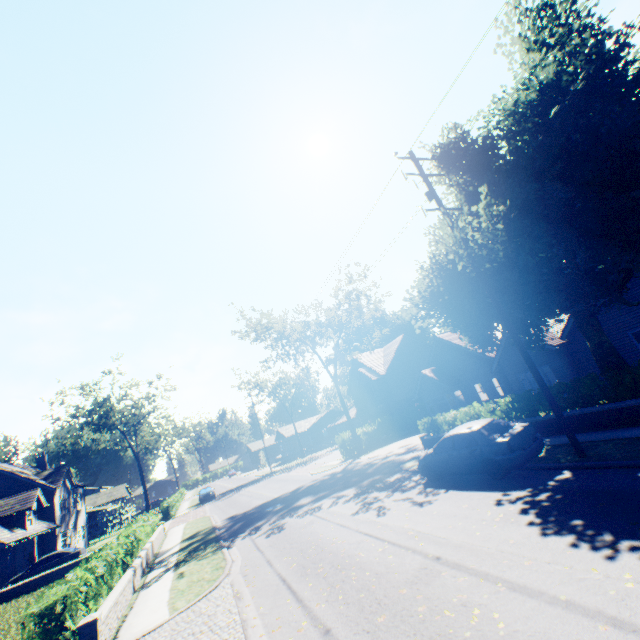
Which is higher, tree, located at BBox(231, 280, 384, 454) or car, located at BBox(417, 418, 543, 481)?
tree, located at BBox(231, 280, 384, 454)

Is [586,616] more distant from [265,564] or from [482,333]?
[482,333]

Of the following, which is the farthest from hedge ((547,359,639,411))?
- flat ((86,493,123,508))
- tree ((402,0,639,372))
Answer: flat ((86,493,123,508))

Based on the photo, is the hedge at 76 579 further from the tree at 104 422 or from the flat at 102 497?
the flat at 102 497

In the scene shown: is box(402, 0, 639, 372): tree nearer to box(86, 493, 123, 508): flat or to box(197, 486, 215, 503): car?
box(86, 493, 123, 508): flat

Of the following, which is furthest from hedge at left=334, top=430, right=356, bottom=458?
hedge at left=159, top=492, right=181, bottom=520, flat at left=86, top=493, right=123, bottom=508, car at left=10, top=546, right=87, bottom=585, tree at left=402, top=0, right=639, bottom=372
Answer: flat at left=86, top=493, right=123, bottom=508

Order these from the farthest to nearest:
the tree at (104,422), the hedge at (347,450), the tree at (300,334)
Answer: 1. the tree at (104,422)
2. the tree at (300,334)
3. the hedge at (347,450)

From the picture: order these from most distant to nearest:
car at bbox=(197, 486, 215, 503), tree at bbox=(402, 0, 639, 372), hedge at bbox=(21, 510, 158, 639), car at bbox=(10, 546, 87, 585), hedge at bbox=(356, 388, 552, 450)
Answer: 1. car at bbox=(197, 486, 215, 503)
2. car at bbox=(10, 546, 87, 585)
3. hedge at bbox=(356, 388, 552, 450)
4. tree at bbox=(402, 0, 639, 372)
5. hedge at bbox=(21, 510, 158, 639)
